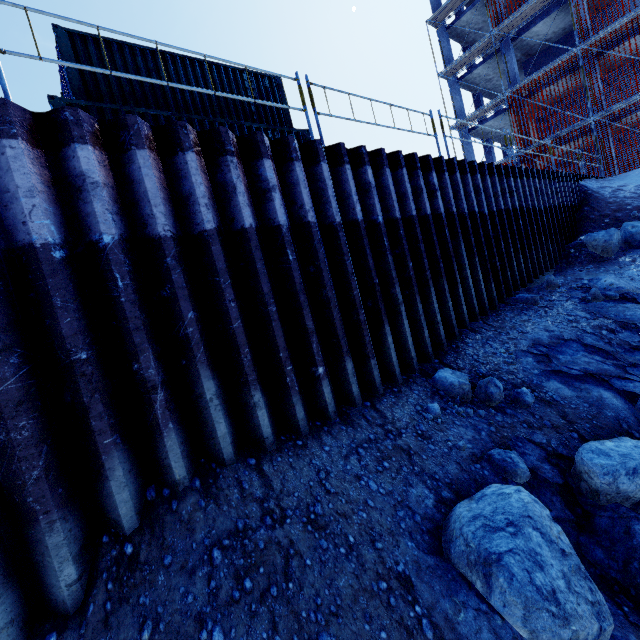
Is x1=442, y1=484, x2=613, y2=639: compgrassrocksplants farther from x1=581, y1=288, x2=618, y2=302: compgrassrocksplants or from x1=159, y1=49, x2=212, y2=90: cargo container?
x1=159, y1=49, x2=212, y2=90: cargo container

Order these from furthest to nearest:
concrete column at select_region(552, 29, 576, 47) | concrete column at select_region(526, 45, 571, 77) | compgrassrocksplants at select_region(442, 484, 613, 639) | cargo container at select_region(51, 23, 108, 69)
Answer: concrete column at select_region(526, 45, 571, 77) < concrete column at select_region(552, 29, 576, 47) < cargo container at select_region(51, 23, 108, 69) < compgrassrocksplants at select_region(442, 484, 613, 639)

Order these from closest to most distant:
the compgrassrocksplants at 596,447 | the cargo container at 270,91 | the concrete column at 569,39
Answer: the compgrassrocksplants at 596,447 → the cargo container at 270,91 → the concrete column at 569,39

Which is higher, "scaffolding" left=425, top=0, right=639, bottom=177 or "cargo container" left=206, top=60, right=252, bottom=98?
"scaffolding" left=425, top=0, right=639, bottom=177

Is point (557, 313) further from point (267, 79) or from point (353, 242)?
point (267, 79)

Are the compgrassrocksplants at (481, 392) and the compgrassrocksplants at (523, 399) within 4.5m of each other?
yes

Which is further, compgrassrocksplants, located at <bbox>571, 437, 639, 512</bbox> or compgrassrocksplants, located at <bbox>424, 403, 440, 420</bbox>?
compgrassrocksplants, located at <bbox>424, 403, 440, 420</bbox>

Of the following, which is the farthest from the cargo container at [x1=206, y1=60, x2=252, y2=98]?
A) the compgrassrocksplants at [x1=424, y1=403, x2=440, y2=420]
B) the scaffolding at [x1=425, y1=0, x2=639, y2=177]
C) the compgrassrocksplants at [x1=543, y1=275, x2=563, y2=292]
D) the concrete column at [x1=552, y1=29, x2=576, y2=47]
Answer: the concrete column at [x1=552, y1=29, x2=576, y2=47]
